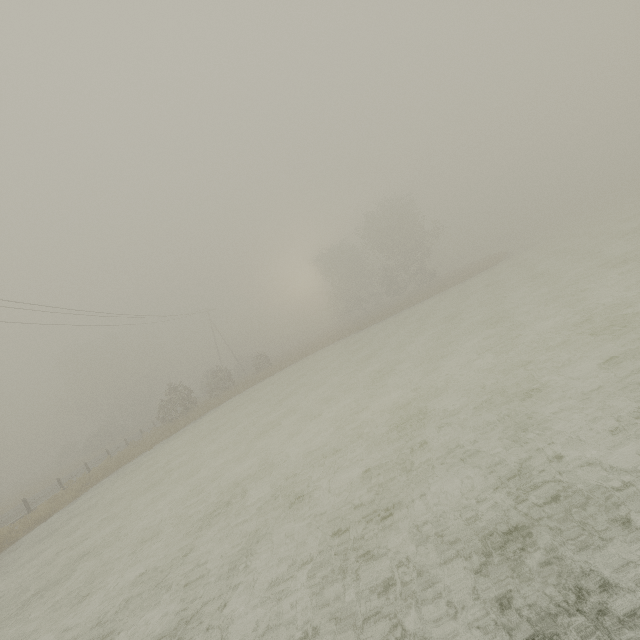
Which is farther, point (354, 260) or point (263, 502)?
point (354, 260)
